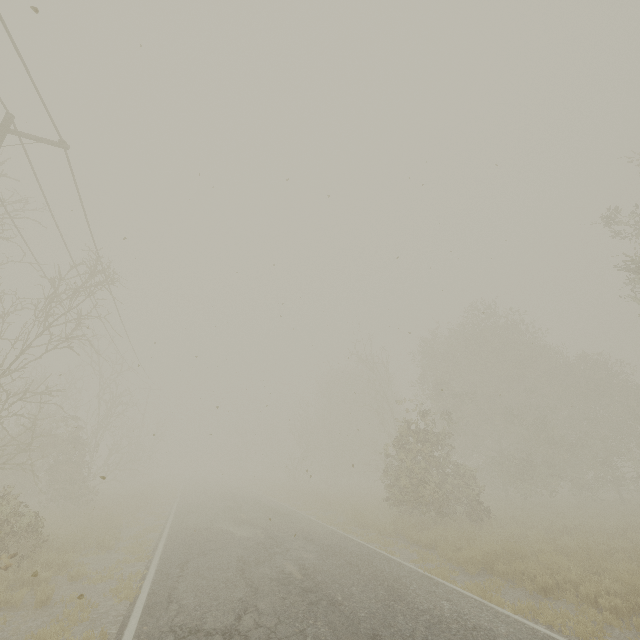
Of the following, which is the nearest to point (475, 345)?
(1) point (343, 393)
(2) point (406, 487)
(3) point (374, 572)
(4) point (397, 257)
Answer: (2) point (406, 487)

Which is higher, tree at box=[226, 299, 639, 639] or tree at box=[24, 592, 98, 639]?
tree at box=[226, 299, 639, 639]

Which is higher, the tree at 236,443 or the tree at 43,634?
the tree at 236,443

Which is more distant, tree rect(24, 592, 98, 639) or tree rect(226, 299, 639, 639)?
tree rect(226, 299, 639, 639)

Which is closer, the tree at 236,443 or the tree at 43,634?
the tree at 43,634
